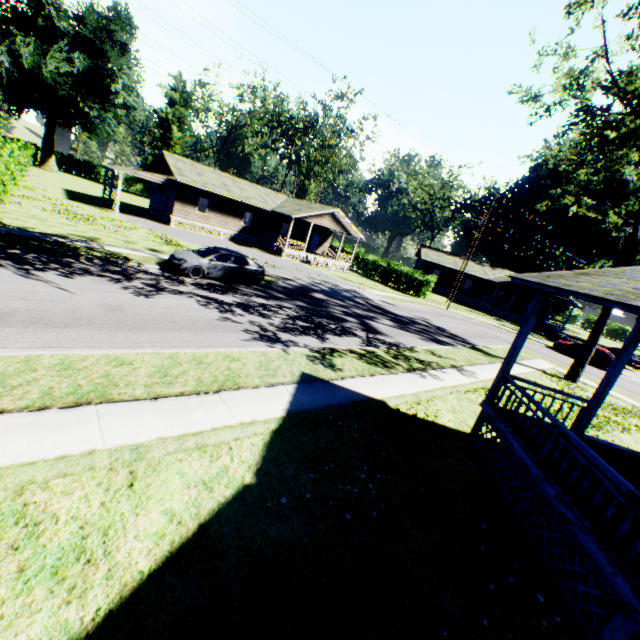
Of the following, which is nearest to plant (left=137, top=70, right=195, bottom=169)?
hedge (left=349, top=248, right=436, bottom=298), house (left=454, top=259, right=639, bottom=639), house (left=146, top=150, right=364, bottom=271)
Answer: house (left=146, top=150, right=364, bottom=271)

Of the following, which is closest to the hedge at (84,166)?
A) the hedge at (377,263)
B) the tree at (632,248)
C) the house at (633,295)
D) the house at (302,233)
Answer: the house at (302,233)

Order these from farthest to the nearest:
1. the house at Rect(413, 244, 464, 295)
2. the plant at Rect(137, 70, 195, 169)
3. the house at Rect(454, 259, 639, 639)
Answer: the plant at Rect(137, 70, 195, 169), the house at Rect(413, 244, 464, 295), the house at Rect(454, 259, 639, 639)

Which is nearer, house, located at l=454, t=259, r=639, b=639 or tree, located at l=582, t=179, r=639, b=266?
house, located at l=454, t=259, r=639, b=639

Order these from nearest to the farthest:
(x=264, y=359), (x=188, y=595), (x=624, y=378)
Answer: (x=188, y=595)
(x=264, y=359)
(x=624, y=378)

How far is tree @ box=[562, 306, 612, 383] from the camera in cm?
1856

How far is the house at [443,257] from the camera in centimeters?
4938cm

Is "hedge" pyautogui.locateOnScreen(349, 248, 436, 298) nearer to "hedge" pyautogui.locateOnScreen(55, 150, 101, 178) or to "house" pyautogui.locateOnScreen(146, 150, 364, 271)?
"house" pyautogui.locateOnScreen(146, 150, 364, 271)
